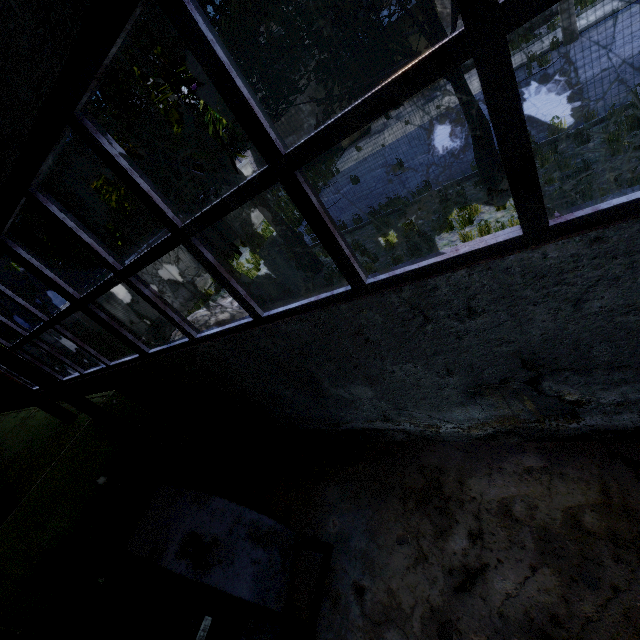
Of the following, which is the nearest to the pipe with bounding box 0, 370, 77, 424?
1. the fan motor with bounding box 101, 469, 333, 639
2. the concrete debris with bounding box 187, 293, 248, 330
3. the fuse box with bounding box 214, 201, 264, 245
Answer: the concrete debris with bounding box 187, 293, 248, 330

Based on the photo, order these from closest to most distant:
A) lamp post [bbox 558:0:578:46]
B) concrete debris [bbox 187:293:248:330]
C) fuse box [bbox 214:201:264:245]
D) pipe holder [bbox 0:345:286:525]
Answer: pipe holder [bbox 0:345:286:525]
concrete debris [bbox 187:293:248:330]
lamp post [bbox 558:0:578:46]
fuse box [bbox 214:201:264:245]

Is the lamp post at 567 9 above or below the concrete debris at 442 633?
above

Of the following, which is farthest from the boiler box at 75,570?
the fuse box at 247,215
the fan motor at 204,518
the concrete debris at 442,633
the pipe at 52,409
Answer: the fuse box at 247,215

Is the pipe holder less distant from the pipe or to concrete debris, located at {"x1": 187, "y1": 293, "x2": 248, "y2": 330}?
the pipe

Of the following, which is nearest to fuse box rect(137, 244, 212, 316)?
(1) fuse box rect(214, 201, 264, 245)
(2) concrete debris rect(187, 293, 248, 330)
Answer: (2) concrete debris rect(187, 293, 248, 330)

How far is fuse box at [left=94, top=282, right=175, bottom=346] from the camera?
13.23m

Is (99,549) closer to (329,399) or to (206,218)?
(329,399)
